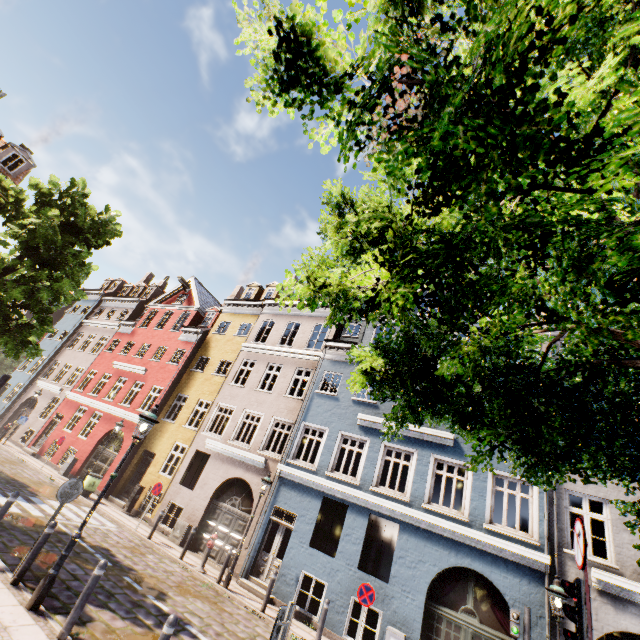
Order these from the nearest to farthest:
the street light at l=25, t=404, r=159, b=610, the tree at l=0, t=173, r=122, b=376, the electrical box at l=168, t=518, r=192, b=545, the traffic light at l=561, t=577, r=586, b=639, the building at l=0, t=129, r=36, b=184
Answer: the traffic light at l=561, t=577, r=586, b=639, the street light at l=25, t=404, r=159, b=610, the tree at l=0, t=173, r=122, b=376, the electrical box at l=168, t=518, r=192, b=545, the building at l=0, t=129, r=36, b=184

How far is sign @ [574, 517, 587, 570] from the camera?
3.6m

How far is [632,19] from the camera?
4.1 meters

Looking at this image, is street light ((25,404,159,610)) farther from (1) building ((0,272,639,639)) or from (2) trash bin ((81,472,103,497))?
(2) trash bin ((81,472,103,497))

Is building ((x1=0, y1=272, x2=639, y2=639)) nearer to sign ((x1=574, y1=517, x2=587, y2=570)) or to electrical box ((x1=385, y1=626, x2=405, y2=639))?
electrical box ((x1=385, y1=626, x2=405, y2=639))

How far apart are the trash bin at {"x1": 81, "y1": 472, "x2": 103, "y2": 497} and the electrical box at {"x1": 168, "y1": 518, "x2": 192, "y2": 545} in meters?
5.1 m

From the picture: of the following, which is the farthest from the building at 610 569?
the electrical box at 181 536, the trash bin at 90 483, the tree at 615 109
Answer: the tree at 615 109

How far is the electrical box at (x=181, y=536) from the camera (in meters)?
14.25
